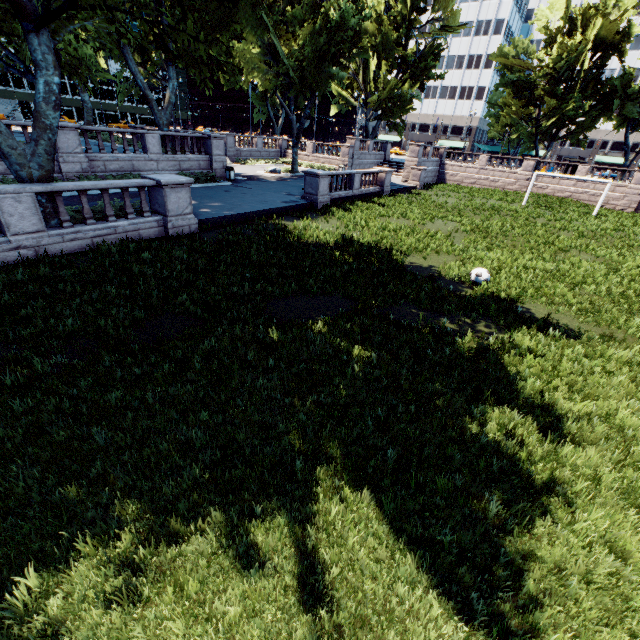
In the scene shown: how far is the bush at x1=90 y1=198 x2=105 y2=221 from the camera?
12.23m

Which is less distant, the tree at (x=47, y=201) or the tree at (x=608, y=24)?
the tree at (x=47, y=201)

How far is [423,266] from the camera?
13.1 meters

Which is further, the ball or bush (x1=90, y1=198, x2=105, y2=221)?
bush (x1=90, y1=198, x2=105, y2=221)

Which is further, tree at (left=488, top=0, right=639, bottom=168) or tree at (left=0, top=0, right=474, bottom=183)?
tree at (left=488, top=0, right=639, bottom=168)

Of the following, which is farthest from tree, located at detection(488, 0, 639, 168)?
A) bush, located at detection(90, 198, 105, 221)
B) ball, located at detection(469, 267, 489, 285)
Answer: ball, located at detection(469, 267, 489, 285)

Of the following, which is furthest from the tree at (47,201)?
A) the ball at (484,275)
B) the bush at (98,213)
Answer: the ball at (484,275)

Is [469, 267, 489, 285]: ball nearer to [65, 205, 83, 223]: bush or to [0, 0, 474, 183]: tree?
[0, 0, 474, 183]: tree
